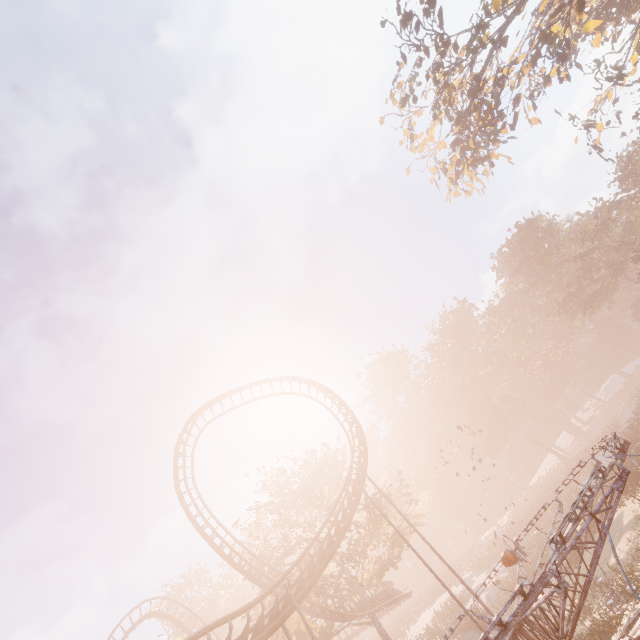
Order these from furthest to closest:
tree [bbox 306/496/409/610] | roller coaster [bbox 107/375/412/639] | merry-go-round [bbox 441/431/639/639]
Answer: tree [bbox 306/496/409/610], roller coaster [bbox 107/375/412/639], merry-go-round [bbox 441/431/639/639]

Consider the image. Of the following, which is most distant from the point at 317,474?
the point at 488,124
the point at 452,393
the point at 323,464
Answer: the point at 452,393

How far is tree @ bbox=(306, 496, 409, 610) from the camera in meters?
23.6 m

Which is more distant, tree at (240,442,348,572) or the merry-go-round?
tree at (240,442,348,572)

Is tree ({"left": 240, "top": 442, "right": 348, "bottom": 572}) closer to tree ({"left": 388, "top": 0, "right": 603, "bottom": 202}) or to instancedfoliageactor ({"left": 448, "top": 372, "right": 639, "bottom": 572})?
instancedfoliageactor ({"left": 448, "top": 372, "right": 639, "bottom": 572})

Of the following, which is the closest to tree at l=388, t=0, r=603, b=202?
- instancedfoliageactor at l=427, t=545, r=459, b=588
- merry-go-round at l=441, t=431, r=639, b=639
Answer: merry-go-round at l=441, t=431, r=639, b=639

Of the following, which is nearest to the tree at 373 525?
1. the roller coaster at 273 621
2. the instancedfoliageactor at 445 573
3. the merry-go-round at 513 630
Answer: the roller coaster at 273 621

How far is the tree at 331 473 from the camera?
26.72m
